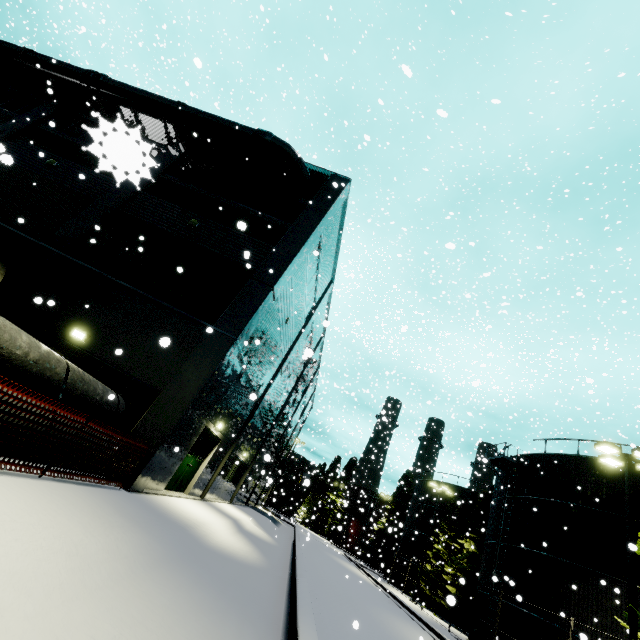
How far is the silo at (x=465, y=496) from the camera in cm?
3429

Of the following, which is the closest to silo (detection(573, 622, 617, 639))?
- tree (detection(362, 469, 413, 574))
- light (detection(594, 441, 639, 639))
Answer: tree (detection(362, 469, 413, 574))

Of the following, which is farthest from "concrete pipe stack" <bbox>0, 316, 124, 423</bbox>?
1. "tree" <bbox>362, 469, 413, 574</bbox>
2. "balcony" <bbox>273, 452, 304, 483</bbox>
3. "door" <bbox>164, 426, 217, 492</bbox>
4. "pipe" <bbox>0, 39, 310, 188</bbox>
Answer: "tree" <bbox>362, 469, 413, 574</bbox>

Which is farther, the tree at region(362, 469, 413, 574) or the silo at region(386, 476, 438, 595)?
the tree at region(362, 469, 413, 574)

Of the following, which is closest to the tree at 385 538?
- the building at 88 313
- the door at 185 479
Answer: the building at 88 313

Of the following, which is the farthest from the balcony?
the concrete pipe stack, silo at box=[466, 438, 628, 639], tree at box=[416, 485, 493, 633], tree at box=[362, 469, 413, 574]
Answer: the concrete pipe stack

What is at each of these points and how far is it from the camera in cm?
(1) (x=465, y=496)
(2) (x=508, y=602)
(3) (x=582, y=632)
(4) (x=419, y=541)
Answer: (1) silo, 3659
(2) silo, 1916
(3) silo, 1581
(4) silo, 3697

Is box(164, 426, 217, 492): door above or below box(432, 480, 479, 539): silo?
below
